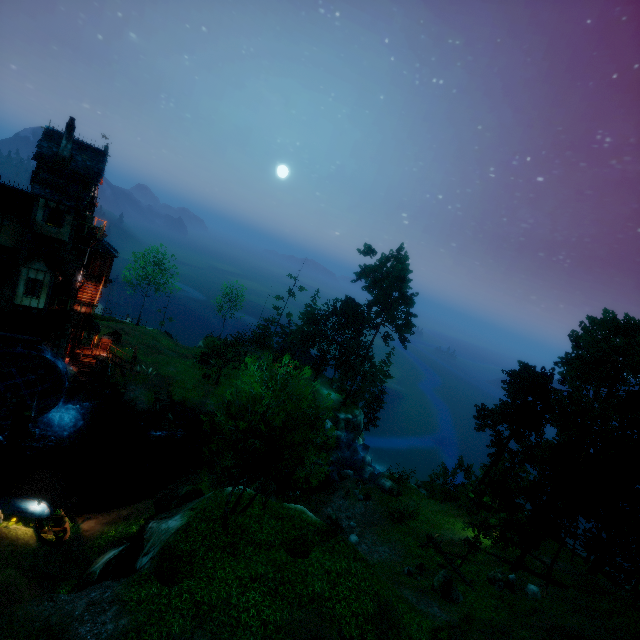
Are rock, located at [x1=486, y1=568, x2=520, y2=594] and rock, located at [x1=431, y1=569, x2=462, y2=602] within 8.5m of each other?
yes

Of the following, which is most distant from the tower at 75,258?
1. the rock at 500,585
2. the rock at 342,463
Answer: the rock at 500,585

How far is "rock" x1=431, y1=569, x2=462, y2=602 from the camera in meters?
19.6 m

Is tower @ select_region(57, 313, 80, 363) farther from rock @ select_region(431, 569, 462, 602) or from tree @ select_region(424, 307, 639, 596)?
rock @ select_region(431, 569, 462, 602)

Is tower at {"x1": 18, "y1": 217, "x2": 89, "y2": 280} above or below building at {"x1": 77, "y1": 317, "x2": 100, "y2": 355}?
above

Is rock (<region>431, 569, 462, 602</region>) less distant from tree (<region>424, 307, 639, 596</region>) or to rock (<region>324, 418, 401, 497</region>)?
tree (<region>424, 307, 639, 596</region>)

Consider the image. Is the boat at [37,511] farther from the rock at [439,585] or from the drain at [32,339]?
the rock at [439,585]

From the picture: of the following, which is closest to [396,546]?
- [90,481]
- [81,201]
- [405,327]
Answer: [90,481]
